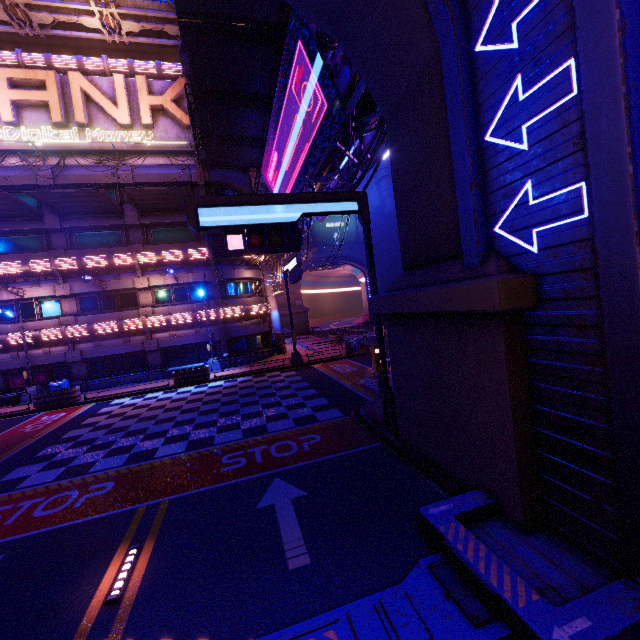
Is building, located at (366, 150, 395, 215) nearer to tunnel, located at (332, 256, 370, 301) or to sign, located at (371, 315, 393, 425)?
tunnel, located at (332, 256, 370, 301)

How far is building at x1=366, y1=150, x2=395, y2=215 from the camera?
48.9m

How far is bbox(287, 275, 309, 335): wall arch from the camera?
48.5m

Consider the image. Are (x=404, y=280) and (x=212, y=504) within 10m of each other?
yes

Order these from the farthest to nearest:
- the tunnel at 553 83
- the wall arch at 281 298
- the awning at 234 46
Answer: the wall arch at 281 298, the awning at 234 46, the tunnel at 553 83

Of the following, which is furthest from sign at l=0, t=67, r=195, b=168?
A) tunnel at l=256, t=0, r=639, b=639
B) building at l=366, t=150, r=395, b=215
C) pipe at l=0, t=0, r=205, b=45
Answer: building at l=366, t=150, r=395, b=215

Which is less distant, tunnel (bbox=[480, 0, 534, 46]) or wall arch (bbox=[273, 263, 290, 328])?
tunnel (bbox=[480, 0, 534, 46])

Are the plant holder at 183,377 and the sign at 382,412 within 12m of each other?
no
